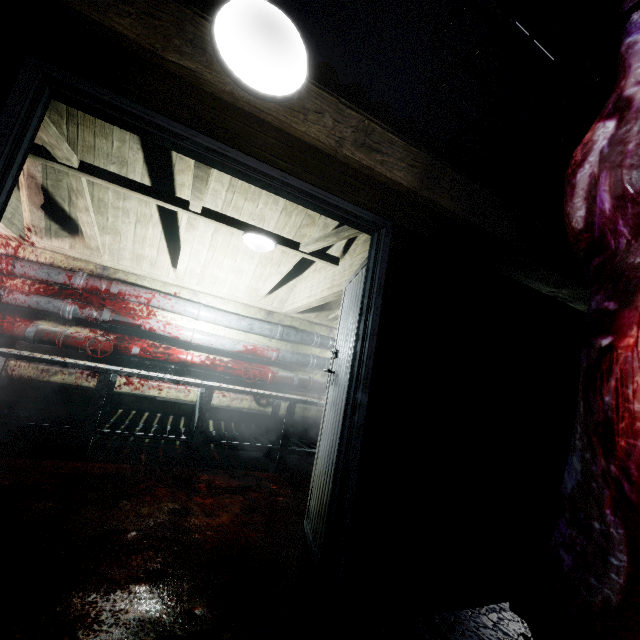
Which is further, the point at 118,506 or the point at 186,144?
the point at 118,506

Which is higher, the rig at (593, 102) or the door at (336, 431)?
the rig at (593, 102)

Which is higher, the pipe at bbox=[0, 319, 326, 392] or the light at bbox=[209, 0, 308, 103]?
the light at bbox=[209, 0, 308, 103]

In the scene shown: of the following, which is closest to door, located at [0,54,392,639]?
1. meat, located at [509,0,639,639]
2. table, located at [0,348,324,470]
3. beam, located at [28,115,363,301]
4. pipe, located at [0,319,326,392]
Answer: beam, located at [28,115,363,301]

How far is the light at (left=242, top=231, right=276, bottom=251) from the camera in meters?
2.9 m

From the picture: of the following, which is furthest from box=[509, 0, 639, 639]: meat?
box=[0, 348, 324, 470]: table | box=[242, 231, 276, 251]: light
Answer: box=[0, 348, 324, 470]: table

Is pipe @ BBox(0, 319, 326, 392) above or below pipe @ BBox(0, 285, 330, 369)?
below

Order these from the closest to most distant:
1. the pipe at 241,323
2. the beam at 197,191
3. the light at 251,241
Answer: the beam at 197,191
the light at 251,241
the pipe at 241,323
